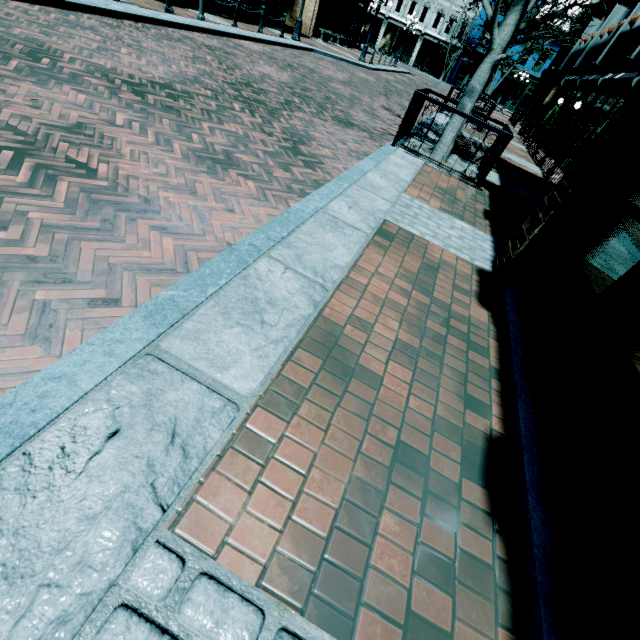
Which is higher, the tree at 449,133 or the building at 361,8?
the building at 361,8

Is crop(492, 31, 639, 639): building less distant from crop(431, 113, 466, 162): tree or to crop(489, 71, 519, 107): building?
→ crop(431, 113, 466, 162): tree

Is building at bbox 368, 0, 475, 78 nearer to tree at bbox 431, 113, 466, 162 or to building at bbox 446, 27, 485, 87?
building at bbox 446, 27, 485, 87

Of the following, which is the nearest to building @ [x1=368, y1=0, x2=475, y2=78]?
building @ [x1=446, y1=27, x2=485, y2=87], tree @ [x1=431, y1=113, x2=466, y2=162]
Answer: building @ [x1=446, y1=27, x2=485, y2=87]

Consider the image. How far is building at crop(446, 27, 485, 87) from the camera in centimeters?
3744cm

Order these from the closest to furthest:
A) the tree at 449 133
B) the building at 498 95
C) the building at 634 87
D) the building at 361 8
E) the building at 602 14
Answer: the building at 634 87, the tree at 449 133, the building at 602 14, the building at 361 8, the building at 498 95

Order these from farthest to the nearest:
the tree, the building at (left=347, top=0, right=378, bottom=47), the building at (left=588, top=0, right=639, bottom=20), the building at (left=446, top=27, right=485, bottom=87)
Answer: the building at (left=446, top=27, right=485, bottom=87)
the building at (left=347, top=0, right=378, bottom=47)
the building at (left=588, top=0, right=639, bottom=20)
the tree

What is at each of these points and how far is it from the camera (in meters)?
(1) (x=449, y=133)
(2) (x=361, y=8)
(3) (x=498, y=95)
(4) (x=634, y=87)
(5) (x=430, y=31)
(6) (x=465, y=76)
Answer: (1) tree, 6.93
(2) building, 27.98
(3) building, 40.25
(4) building, 12.38
(5) building, 38.78
(6) building, 39.72
